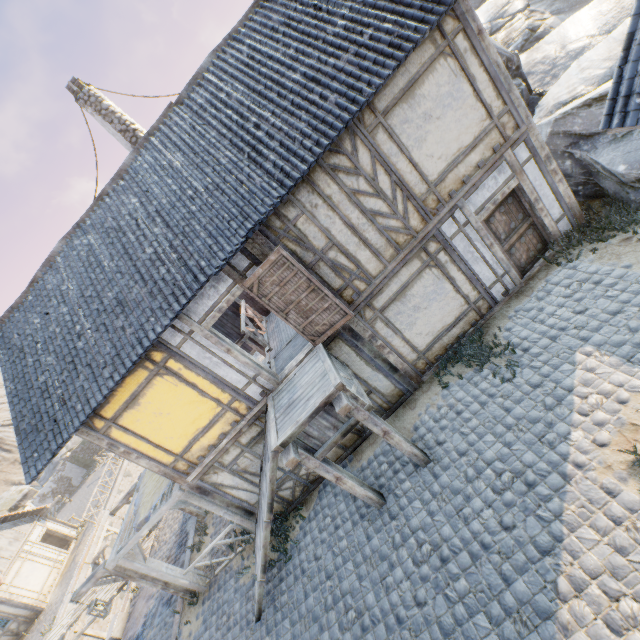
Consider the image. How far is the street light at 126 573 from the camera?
8.8 meters

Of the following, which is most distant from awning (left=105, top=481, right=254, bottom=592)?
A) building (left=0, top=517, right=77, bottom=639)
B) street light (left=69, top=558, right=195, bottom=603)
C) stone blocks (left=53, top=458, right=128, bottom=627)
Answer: building (left=0, top=517, right=77, bottom=639)

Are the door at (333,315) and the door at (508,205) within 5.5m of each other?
yes

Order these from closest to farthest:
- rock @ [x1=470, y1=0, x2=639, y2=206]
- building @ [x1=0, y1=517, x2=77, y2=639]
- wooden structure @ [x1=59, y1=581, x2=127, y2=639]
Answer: rock @ [x1=470, y1=0, x2=639, y2=206] → wooden structure @ [x1=59, y1=581, x2=127, y2=639] → building @ [x1=0, y1=517, x2=77, y2=639]

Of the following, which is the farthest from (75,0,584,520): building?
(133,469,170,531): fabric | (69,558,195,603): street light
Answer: (69,558,195,603): street light

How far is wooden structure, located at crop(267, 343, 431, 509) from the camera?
5.94m

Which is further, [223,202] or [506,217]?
[506,217]

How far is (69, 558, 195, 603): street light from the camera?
8.8m
